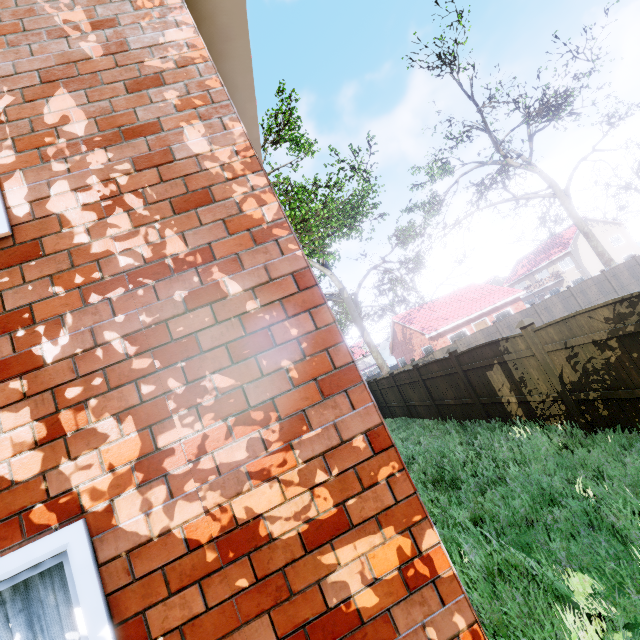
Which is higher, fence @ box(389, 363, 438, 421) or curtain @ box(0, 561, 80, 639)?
curtain @ box(0, 561, 80, 639)

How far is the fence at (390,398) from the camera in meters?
15.9 m

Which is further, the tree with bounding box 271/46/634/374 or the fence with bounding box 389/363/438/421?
the tree with bounding box 271/46/634/374

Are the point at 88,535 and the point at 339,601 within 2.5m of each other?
yes

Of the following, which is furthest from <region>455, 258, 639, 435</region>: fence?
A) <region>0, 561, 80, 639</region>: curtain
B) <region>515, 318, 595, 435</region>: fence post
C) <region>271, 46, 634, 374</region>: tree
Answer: <region>0, 561, 80, 639</region>: curtain

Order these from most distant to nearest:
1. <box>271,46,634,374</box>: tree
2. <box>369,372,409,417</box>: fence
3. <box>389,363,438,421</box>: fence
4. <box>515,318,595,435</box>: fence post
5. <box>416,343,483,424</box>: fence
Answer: <box>271,46,634,374</box>: tree, <box>369,372,409,417</box>: fence, <box>389,363,438,421</box>: fence, <box>416,343,483,424</box>: fence, <box>515,318,595,435</box>: fence post

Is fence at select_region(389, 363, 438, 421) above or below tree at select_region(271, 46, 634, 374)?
below

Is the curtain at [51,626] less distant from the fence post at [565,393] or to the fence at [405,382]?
the fence at [405,382]
